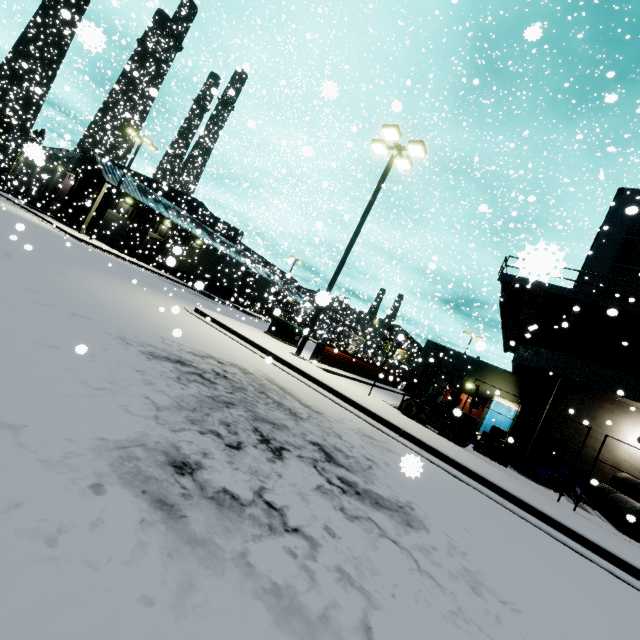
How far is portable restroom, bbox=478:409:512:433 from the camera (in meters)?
21.47

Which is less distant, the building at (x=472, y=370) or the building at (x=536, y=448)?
the building at (x=472, y=370)

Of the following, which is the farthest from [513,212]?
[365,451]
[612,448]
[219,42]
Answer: [219,42]

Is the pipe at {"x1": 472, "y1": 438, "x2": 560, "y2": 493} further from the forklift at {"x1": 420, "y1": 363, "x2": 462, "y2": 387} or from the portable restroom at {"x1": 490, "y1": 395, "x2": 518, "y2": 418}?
the portable restroom at {"x1": 490, "y1": 395, "x2": 518, "y2": 418}

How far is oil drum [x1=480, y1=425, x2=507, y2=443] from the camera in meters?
16.8 m

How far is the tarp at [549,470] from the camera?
11.4 meters

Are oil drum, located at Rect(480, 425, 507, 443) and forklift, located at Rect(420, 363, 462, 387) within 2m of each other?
no

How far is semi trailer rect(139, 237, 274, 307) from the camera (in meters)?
30.26
